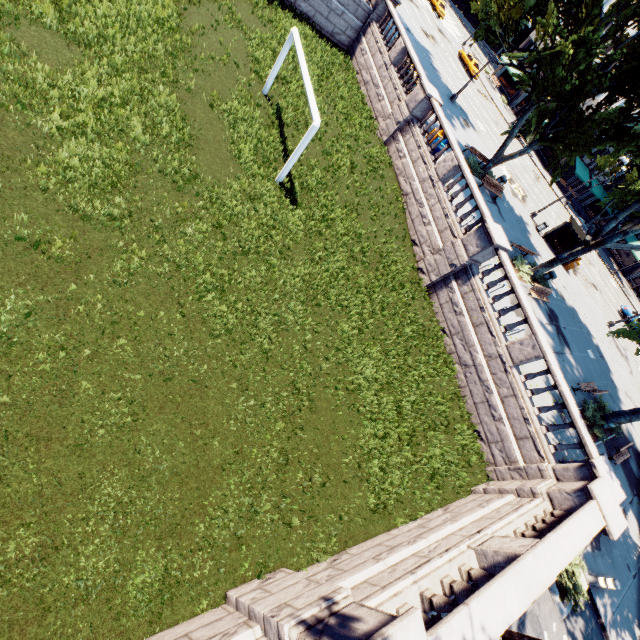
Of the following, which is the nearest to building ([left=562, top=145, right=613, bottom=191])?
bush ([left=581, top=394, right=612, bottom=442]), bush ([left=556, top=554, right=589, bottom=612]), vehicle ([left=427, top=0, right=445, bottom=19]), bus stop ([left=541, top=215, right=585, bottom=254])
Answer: bus stop ([left=541, top=215, right=585, bottom=254])

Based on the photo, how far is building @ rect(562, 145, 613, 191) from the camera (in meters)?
49.03

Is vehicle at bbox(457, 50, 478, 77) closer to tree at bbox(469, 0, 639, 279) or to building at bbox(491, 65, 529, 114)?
building at bbox(491, 65, 529, 114)

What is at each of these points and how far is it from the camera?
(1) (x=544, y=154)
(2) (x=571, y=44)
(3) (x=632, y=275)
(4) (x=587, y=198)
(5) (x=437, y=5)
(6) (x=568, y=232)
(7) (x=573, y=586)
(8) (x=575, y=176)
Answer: (1) building, 51.88m
(2) tree, 15.67m
(3) building, 53.69m
(4) building, 59.38m
(5) vehicle, 49.12m
(6) bus stop, 28.23m
(7) bush, 10.52m
(8) building, 53.84m

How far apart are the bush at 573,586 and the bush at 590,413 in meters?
7.1 m

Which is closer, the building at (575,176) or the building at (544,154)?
the building at (575,176)

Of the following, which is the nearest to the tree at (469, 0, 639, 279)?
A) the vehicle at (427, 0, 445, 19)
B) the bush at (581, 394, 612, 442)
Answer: the bush at (581, 394, 612, 442)
